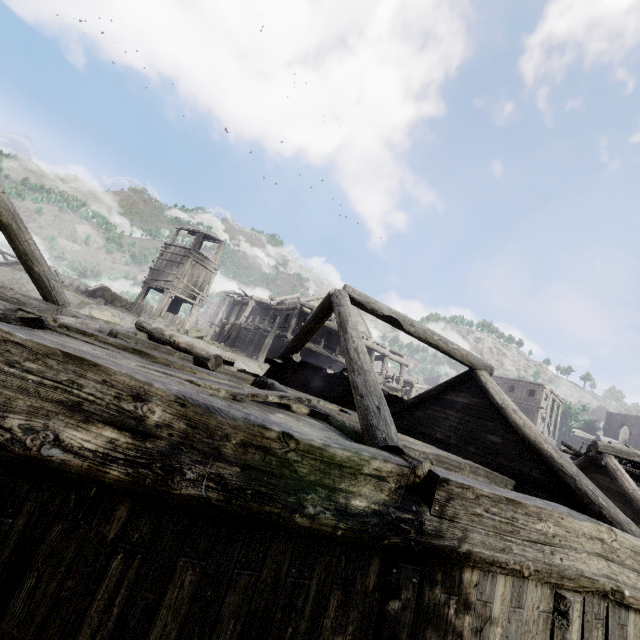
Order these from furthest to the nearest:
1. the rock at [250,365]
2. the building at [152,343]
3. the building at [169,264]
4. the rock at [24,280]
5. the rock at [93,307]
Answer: the building at [169,264] → the rock at [24,280] → the rock at [250,365] → the rock at [93,307] → the building at [152,343]

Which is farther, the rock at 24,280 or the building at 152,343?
the rock at 24,280

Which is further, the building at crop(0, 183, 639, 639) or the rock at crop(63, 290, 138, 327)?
the rock at crop(63, 290, 138, 327)

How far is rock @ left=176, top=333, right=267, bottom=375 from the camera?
18.7 meters

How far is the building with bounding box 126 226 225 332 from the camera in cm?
2559

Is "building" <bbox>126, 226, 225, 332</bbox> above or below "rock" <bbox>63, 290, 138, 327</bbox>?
above

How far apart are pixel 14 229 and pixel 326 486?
8.82m
